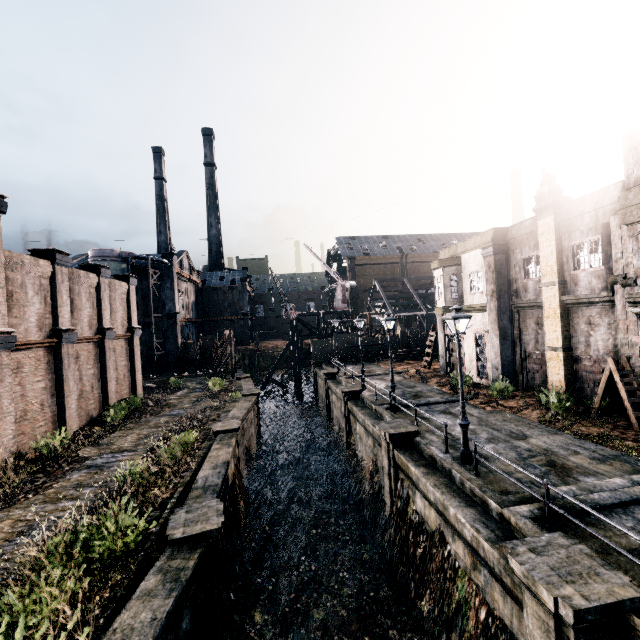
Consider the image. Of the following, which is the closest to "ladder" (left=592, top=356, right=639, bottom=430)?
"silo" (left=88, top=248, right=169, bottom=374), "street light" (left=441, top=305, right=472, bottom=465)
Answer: "street light" (left=441, top=305, right=472, bottom=465)

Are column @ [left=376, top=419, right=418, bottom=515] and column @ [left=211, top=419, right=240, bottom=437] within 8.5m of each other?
yes

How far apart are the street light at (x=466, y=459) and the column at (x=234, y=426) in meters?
11.4

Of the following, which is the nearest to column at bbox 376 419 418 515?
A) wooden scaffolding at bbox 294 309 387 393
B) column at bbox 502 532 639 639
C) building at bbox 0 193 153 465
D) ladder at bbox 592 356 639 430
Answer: column at bbox 502 532 639 639

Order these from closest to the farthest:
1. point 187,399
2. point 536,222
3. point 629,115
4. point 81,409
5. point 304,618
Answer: point 304,618
point 629,115
point 536,222
point 81,409
point 187,399

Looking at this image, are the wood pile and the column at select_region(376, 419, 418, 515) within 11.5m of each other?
no

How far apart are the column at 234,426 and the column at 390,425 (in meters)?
7.63

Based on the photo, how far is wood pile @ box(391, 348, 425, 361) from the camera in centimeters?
3725cm
